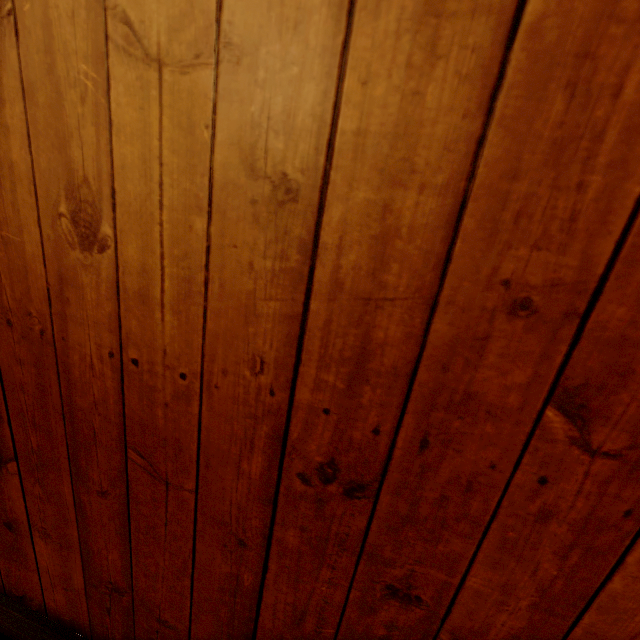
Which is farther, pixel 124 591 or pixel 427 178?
pixel 124 591
